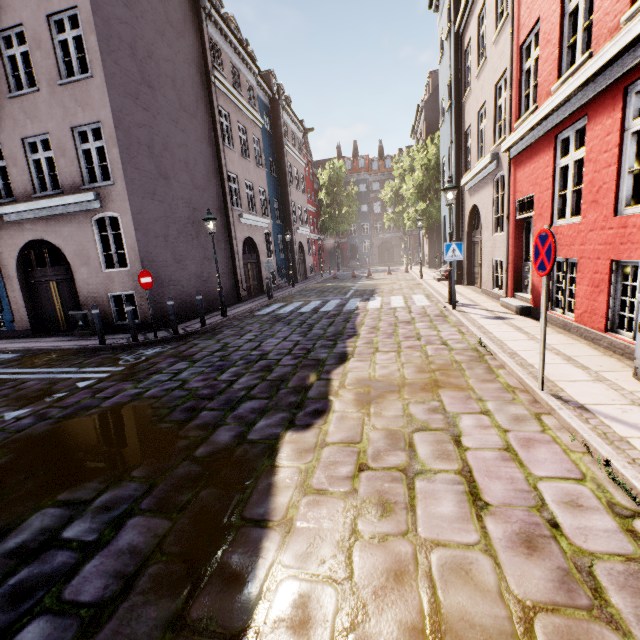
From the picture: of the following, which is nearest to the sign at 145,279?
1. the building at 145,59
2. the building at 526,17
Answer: the building at 145,59

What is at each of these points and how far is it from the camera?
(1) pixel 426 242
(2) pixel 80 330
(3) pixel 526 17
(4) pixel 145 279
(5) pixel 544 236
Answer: (1) building, 29.6 meters
(2) electrical box, 10.8 meters
(3) building, 7.4 meters
(4) sign, 9.0 meters
(5) sign, 3.6 meters

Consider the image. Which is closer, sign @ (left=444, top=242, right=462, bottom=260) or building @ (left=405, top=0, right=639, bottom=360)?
building @ (left=405, top=0, right=639, bottom=360)

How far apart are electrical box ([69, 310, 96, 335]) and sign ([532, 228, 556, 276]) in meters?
12.3 m

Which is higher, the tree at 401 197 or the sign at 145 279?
the tree at 401 197

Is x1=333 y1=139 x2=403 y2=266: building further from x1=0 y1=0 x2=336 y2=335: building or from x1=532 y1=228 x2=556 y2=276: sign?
x1=0 y1=0 x2=336 y2=335: building

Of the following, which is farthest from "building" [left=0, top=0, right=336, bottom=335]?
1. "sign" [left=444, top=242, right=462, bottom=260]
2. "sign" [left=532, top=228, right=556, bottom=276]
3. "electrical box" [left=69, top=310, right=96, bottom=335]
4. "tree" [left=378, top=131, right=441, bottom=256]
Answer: "sign" [left=532, top=228, right=556, bottom=276]

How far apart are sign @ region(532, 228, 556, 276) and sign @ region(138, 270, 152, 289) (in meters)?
8.96
